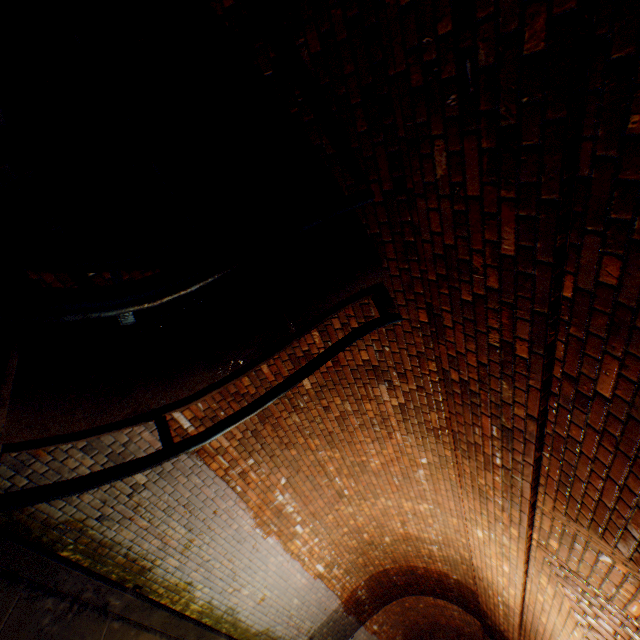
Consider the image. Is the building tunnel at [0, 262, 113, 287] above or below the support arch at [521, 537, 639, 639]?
below

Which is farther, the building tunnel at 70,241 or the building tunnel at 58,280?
the building tunnel at 58,280

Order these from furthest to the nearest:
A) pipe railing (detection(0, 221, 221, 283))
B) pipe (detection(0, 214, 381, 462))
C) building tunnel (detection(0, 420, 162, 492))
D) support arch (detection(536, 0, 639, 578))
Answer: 1. building tunnel (detection(0, 420, 162, 492))
2. pipe railing (detection(0, 221, 221, 283))
3. pipe (detection(0, 214, 381, 462))
4. support arch (detection(536, 0, 639, 578))

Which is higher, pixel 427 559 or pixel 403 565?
pixel 427 559

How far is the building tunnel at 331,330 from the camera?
3.3 meters

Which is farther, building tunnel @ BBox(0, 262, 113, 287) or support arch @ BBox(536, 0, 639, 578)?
building tunnel @ BBox(0, 262, 113, 287)

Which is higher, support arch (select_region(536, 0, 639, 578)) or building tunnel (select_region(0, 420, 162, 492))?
support arch (select_region(536, 0, 639, 578))
